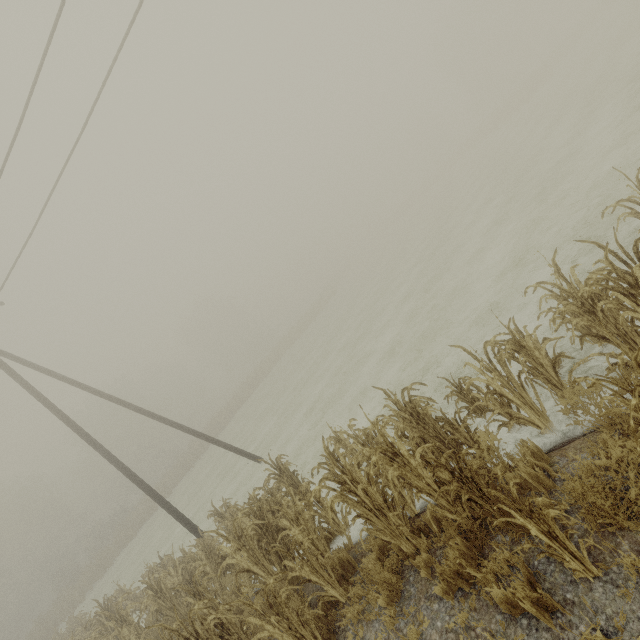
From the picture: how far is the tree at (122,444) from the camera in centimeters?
3416cm

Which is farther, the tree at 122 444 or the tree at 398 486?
the tree at 122 444

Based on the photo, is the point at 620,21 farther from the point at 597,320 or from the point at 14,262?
the point at 14,262

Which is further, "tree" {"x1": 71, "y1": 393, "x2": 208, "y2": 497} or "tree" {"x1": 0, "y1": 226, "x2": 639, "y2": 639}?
"tree" {"x1": 71, "y1": 393, "x2": 208, "y2": 497}

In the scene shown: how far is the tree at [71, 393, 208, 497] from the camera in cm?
3416
